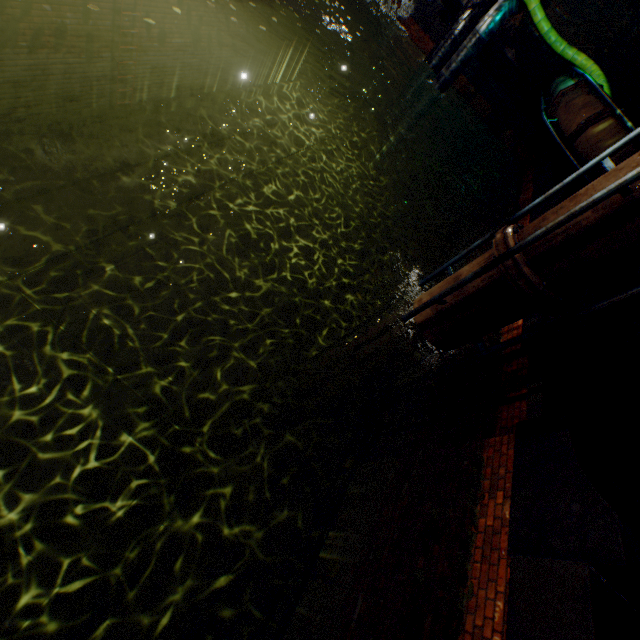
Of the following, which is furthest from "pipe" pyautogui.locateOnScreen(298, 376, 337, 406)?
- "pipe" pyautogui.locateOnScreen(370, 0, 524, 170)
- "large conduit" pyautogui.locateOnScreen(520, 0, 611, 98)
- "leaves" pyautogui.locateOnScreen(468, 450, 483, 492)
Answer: "pipe" pyautogui.locateOnScreen(370, 0, 524, 170)

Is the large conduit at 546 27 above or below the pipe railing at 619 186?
above

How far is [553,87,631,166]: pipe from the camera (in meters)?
7.36

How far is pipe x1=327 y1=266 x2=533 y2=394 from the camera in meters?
4.1

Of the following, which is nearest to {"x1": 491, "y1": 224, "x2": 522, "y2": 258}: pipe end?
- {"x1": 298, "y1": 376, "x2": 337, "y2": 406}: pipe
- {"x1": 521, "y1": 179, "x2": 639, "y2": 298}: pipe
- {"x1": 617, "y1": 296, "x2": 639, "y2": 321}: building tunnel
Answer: {"x1": 521, "y1": 179, "x2": 639, "y2": 298}: pipe

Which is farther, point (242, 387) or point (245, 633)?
point (242, 387)

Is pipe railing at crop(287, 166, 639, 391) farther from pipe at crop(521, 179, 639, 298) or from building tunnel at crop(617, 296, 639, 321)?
building tunnel at crop(617, 296, 639, 321)

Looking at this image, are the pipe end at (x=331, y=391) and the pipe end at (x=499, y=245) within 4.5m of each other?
yes
